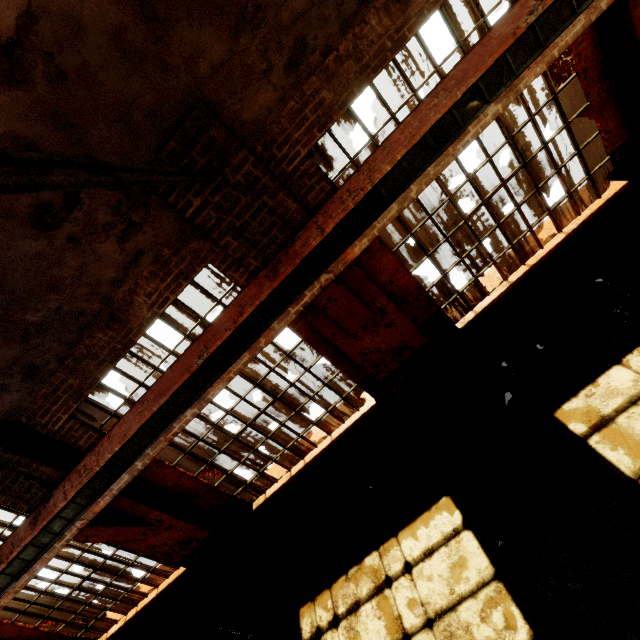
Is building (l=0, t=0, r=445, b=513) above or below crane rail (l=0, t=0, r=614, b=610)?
above

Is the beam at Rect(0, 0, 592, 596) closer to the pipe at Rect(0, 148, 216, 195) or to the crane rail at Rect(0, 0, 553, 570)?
the crane rail at Rect(0, 0, 553, 570)

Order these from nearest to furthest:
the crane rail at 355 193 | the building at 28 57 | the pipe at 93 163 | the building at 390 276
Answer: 1. the pipe at 93 163
2. the building at 28 57
3. the crane rail at 355 193
4. the building at 390 276

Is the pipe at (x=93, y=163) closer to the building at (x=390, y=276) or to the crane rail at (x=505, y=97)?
the building at (x=390, y=276)

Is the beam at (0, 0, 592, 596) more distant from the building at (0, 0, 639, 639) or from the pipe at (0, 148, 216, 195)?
the pipe at (0, 148, 216, 195)

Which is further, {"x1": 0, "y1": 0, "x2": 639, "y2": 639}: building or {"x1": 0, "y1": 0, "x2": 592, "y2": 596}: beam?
{"x1": 0, "y1": 0, "x2": 639, "y2": 639}: building

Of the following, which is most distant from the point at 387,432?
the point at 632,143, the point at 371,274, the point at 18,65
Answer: the point at 18,65

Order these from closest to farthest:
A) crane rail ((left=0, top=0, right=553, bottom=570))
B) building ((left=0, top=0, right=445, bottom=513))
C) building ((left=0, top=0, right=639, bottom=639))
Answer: building ((left=0, top=0, right=445, bottom=513)) < crane rail ((left=0, top=0, right=553, bottom=570)) < building ((left=0, top=0, right=639, bottom=639))
